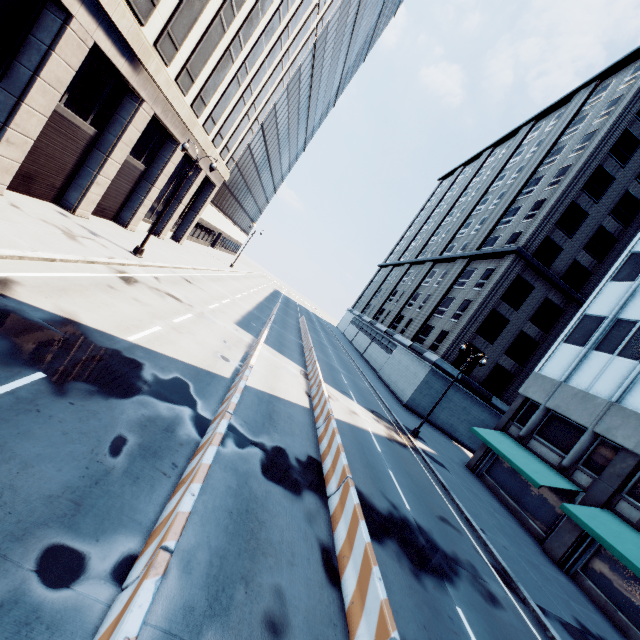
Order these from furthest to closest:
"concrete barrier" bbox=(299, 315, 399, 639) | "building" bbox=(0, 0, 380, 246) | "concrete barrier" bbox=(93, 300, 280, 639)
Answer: "building" bbox=(0, 0, 380, 246)
"concrete barrier" bbox=(299, 315, 399, 639)
"concrete barrier" bbox=(93, 300, 280, 639)

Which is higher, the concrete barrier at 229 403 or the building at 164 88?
the building at 164 88

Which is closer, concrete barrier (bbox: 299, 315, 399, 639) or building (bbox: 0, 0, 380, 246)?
concrete barrier (bbox: 299, 315, 399, 639)

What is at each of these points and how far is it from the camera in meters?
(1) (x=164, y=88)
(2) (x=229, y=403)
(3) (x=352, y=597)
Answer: (1) building, 18.7 m
(2) concrete barrier, 8.6 m
(3) concrete barrier, 6.1 m

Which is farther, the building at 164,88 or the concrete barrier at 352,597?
the building at 164,88

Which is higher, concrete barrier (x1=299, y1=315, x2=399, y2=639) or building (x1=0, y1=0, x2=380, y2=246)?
building (x1=0, y1=0, x2=380, y2=246)

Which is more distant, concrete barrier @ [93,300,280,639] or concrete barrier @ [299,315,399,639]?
concrete barrier @ [299,315,399,639]
